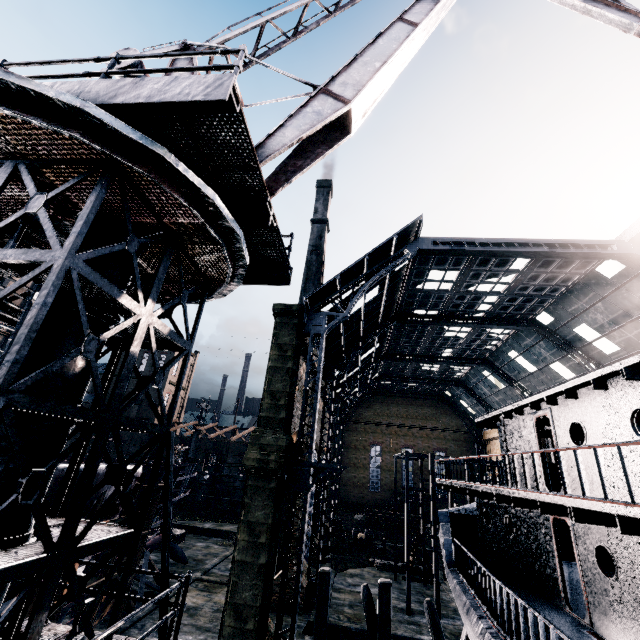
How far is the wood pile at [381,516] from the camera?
49.12m

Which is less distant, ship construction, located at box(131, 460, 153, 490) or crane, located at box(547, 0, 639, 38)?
crane, located at box(547, 0, 639, 38)

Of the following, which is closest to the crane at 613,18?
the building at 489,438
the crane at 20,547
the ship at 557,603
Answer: the crane at 20,547

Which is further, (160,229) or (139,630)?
(139,630)

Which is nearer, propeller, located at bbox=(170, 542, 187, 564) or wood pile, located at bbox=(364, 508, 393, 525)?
propeller, located at bbox=(170, 542, 187, 564)

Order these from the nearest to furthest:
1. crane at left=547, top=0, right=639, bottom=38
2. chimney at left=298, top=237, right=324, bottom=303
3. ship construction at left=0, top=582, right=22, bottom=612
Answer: crane at left=547, top=0, right=639, bottom=38 < ship construction at left=0, top=582, right=22, bottom=612 < chimney at left=298, top=237, right=324, bottom=303

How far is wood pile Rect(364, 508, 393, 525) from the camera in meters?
49.1 m

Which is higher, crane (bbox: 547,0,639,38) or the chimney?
the chimney
